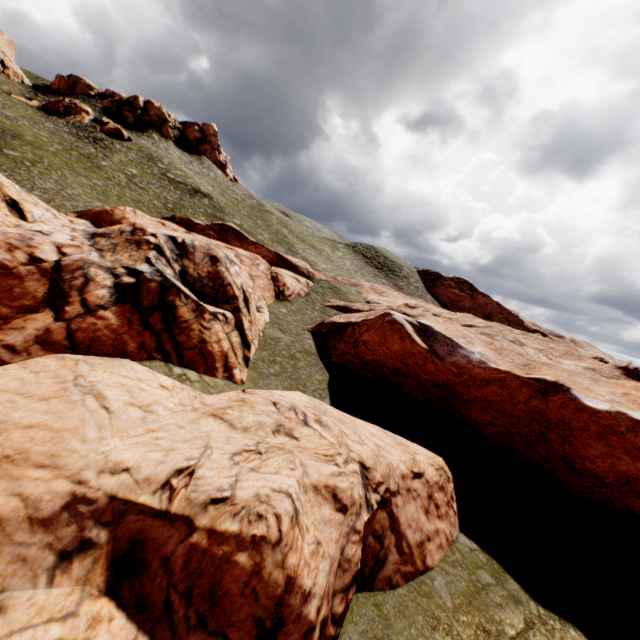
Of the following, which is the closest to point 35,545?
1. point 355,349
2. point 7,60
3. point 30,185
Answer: point 355,349

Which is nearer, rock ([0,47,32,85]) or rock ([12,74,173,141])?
rock ([12,74,173,141])

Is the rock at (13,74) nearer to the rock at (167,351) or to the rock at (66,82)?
the rock at (66,82)

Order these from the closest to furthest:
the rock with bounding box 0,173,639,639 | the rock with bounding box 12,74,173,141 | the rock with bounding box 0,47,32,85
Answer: the rock with bounding box 0,173,639,639, the rock with bounding box 12,74,173,141, the rock with bounding box 0,47,32,85

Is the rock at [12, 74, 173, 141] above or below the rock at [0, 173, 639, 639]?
above

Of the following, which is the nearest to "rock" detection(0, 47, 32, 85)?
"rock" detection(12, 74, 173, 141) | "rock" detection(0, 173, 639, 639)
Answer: "rock" detection(12, 74, 173, 141)

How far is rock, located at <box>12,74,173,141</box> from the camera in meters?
47.1 m

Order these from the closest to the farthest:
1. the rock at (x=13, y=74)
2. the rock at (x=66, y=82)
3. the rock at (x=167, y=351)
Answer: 1. the rock at (x=167, y=351)
2. the rock at (x=66, y=82)
3. the rock at (x=13, y=74)
